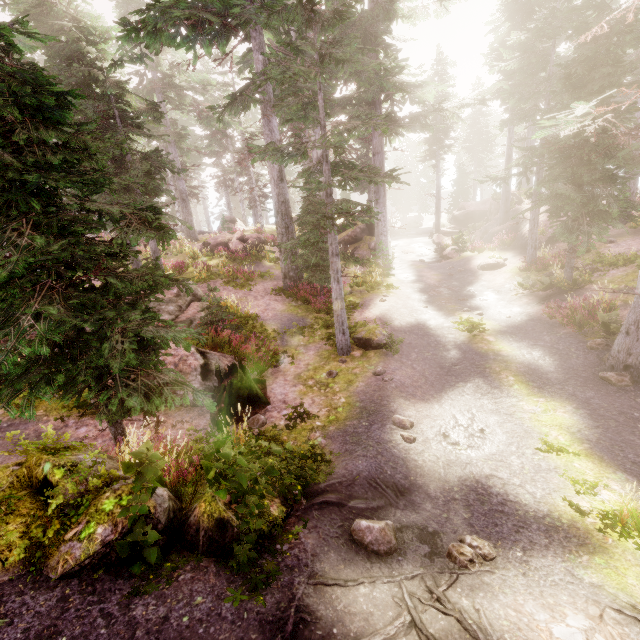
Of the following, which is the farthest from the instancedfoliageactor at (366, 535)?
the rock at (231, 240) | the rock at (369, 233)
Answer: the rock at (231, 240)

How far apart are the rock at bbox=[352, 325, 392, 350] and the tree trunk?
3.5m

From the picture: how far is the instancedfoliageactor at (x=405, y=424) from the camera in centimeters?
730cm

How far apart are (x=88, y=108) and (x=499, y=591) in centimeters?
2019cm

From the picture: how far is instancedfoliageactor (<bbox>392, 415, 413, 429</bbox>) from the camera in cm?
730

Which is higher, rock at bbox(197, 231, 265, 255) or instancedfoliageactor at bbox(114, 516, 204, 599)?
rock at bbox(197, 231, 265, 255)

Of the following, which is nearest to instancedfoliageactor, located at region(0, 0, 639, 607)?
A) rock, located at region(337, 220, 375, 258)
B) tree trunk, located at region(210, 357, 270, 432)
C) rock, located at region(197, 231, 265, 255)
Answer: rock, located at region(337, 220, 375, 258)
